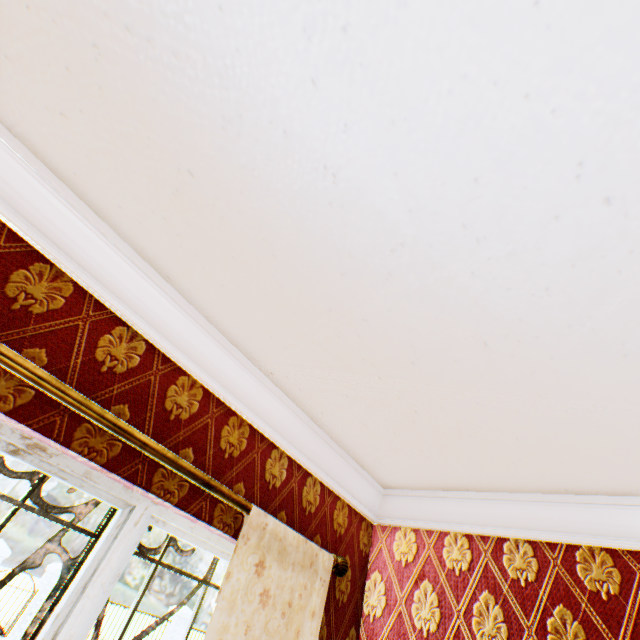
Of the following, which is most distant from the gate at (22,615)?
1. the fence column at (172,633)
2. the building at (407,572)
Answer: the building at (407,572)

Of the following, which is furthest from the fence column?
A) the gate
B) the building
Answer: the building

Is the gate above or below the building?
below

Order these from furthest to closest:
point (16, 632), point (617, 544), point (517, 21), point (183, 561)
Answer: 1. point (183, 561)
2. point (16, 632)
3. point (617, 544)
4. point (517, 21)

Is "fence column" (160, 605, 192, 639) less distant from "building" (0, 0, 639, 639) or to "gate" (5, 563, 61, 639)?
"gate" (5, 563, 61, 639)

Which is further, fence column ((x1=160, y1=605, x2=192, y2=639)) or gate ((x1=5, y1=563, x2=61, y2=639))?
fence column ((x1=160, y1=605, x2=192, y2=639))

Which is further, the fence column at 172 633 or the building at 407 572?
the fence column at 172 633
